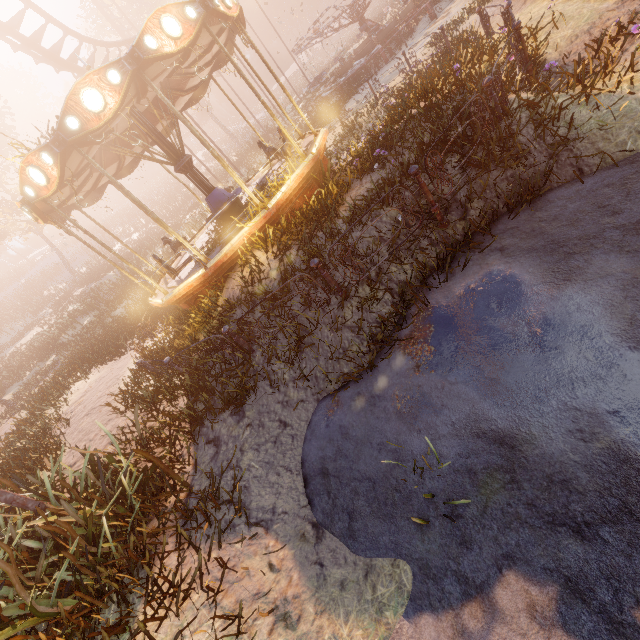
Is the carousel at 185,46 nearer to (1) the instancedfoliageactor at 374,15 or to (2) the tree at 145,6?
(2) the tree at 145,6

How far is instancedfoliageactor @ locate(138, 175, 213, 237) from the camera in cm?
2153

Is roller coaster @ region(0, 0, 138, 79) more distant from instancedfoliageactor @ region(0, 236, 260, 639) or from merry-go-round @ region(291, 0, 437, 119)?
merry-go-round @ region(291, 0, 437, 119)

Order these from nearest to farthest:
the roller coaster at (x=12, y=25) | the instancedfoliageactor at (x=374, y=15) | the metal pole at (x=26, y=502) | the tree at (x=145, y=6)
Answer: the metal pole at (x=26, y=502), the roller coaster at (x=12, y=25), the instancedfoliageactor at (x=374, y=15), the tree at (x=145, y=6)

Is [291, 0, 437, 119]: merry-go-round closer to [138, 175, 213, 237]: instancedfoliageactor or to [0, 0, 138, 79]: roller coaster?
[0, 0, 138, 79]: roller coaster

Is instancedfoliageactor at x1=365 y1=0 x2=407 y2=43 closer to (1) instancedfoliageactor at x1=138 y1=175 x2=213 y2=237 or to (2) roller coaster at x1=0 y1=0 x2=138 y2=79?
(2) roller coaster at x1=0 y1=0 x2=138 y2=79

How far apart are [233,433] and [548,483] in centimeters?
420cm

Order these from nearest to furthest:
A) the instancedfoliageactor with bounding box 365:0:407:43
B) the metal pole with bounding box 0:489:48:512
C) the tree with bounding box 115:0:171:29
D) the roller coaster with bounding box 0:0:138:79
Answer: the metal pole with bounding box 0:489:48:512 < the roller coaster with bounding box 0:0:138:79 < the instancedfoliageactor with bounding box 365:0:407:43 < the tree with bounding box 115:0:171:29
